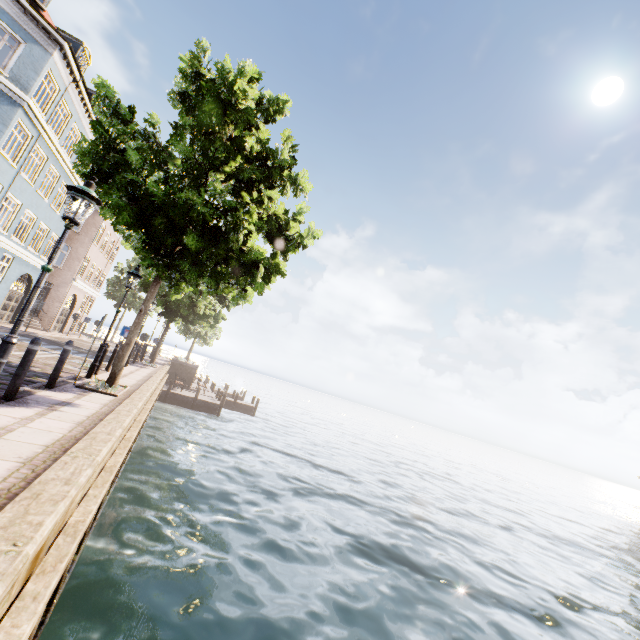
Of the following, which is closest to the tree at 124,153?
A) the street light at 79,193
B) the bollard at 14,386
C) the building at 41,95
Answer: the street light at 79,193

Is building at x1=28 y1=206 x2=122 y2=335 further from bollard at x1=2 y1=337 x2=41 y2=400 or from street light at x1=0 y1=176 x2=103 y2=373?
bollard at x1=2 y1=337 x2=41 y2=400

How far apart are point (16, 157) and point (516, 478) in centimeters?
6944cm

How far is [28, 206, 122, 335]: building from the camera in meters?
23.8

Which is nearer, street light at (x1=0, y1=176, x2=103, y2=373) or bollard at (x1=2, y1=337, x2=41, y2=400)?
street light at (x1=0, y1=176, x2=103, y2=373)

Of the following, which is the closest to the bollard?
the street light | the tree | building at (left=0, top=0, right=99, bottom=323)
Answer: the street light
